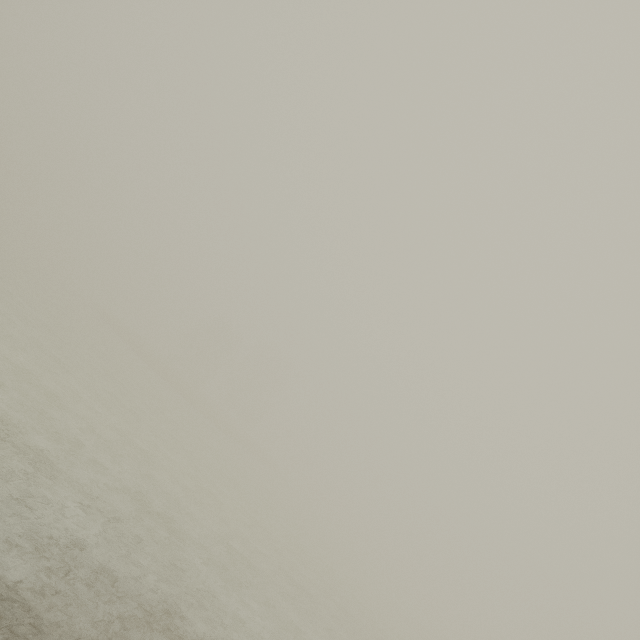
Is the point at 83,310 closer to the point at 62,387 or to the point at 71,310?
the point at 71,310
